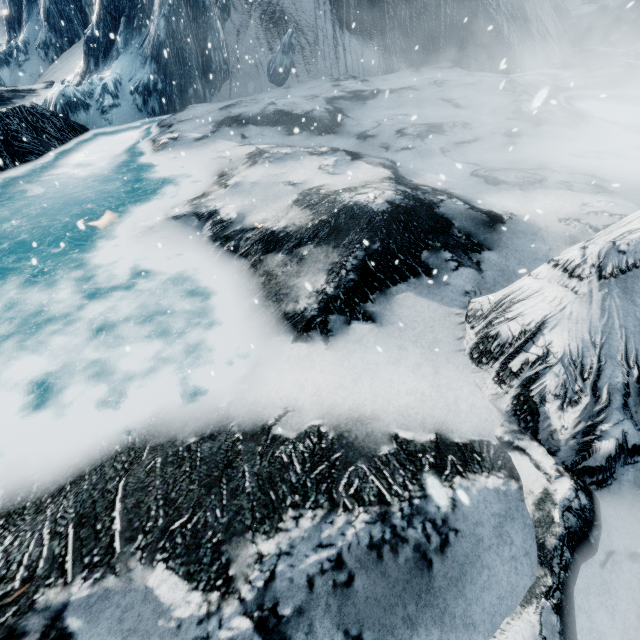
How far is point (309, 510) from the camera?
2.7 meters
